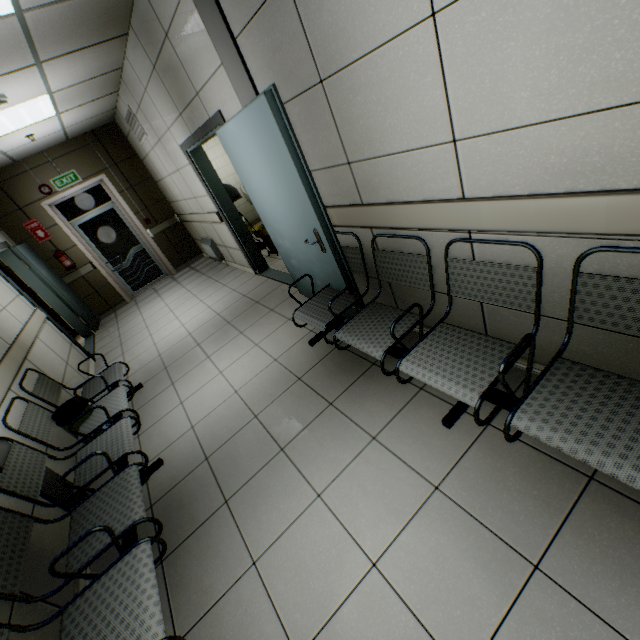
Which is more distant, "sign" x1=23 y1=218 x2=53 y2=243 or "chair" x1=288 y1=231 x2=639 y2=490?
"sign" x1=23 y1=218 x2=53 y2=243

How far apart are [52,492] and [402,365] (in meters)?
2.77

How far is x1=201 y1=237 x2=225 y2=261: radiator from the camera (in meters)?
6.59

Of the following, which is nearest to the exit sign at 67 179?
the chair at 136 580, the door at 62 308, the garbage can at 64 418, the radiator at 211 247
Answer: the door at 62 308

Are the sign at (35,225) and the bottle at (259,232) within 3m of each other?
no

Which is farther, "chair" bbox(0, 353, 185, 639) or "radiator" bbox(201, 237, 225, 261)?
"radiator" bbox(201, 237, 225, 261)

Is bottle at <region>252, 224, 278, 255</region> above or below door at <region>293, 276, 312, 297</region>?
above

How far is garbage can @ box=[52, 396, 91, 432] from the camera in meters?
2.9 m
